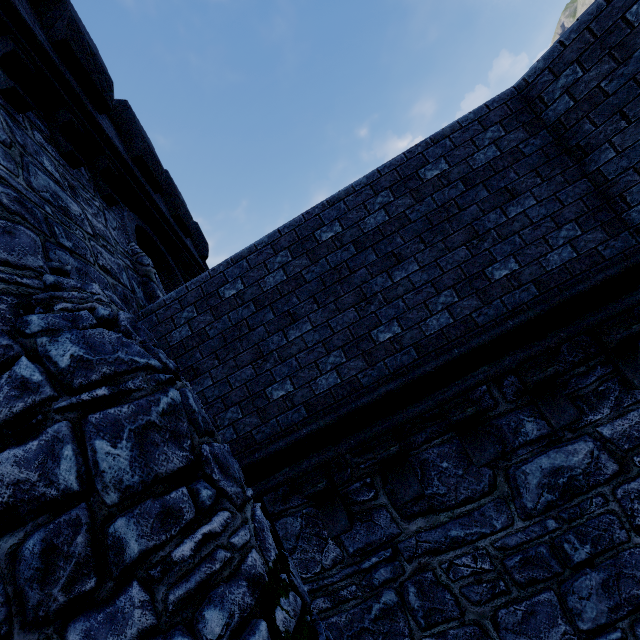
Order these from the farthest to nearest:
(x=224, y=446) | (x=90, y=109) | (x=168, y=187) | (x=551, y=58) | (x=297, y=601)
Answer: (x=168, y=187) < (x=90, y=109) < (x=551, y=58) < (x=224, y=446) < (x=297, y=601)
